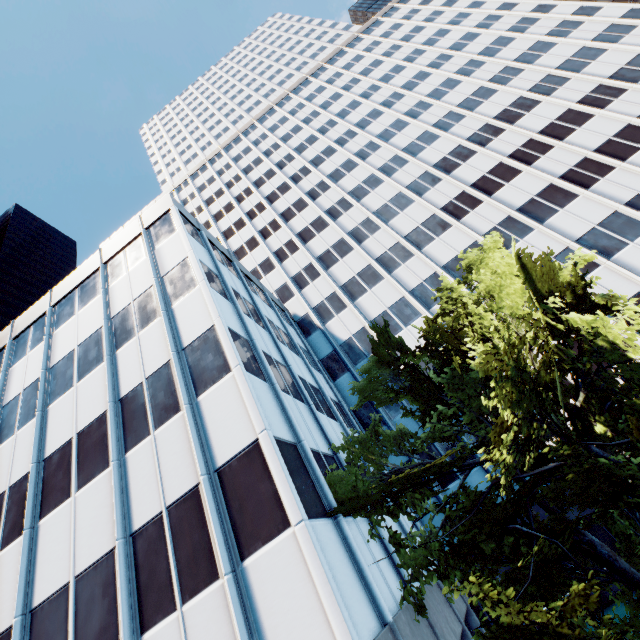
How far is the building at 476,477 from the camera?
20.12m

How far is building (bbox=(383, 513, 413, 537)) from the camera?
15.01m

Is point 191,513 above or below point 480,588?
above

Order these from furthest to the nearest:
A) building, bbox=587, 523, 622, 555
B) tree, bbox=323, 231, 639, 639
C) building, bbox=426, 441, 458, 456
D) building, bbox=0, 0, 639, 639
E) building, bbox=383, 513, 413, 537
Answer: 1. building, bbox=426, 441, 458, 456
2. building, bbox=587, 523, 622, 555
3. building, bbox=383, 513, 413, 537
4. building, bbox=0, 0, 639, 639
5. tree, bbox=323, 231, 639, 639

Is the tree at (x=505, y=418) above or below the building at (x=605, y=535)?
above
